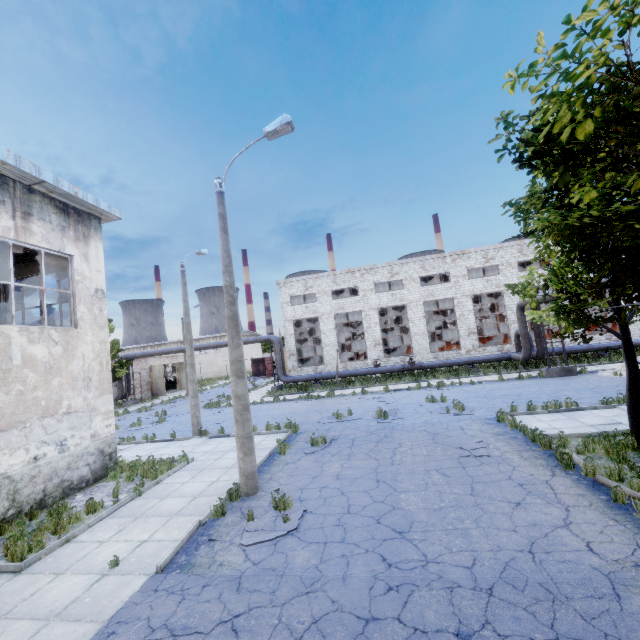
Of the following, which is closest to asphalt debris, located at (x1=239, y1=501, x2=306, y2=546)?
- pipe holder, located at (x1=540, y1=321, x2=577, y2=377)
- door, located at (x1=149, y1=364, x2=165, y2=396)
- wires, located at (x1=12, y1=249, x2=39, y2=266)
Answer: wires, located at (x1=12, y1=249, x2=39, y2=266)

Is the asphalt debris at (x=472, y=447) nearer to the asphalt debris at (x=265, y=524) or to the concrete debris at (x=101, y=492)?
the asphalt debris at (x=265, y=524)

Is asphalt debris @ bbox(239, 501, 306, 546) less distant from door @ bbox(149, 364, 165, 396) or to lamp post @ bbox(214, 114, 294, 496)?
lamp post @ bbox(214, 114, 294, 496)

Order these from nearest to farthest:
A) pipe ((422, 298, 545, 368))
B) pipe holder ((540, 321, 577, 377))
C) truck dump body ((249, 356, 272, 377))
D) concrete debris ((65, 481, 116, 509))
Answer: concrete debris ((65, 481, 116, 509))
pipe holder ((540, 321, 577, 377))
pipe ((422, 298, 545, 368))
truck dump body ((249, 356, 272, 377))

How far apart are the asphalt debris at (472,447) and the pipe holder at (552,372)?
13.1m

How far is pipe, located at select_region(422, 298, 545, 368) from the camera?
23.2 meters

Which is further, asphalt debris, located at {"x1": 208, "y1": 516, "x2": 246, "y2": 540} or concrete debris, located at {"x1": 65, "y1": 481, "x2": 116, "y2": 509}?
concrete debris, located at {"x1": 65, "y1": 481, "x2": 116, "y2": 509}

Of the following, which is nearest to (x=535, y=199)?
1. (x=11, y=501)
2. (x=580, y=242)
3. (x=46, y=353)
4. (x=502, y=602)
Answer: → (x=580, y=242)
